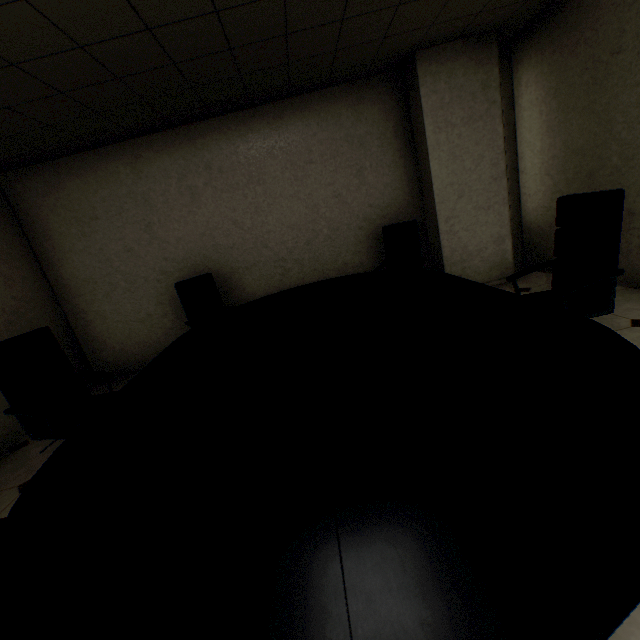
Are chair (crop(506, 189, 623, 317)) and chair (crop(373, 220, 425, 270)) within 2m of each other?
yes

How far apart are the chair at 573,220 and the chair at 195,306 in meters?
2.7

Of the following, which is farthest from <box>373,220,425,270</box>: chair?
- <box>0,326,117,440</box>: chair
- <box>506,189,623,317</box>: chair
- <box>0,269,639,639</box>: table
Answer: <box>0,326,117,440</box>: chair

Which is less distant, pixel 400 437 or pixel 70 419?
pixel 400 437

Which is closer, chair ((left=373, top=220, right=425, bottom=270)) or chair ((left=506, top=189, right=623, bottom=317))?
chair ((left=506, top=189, right=623, bottom=317))

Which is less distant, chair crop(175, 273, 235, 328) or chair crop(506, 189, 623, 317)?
chair crop(506, 189, 623, 317)

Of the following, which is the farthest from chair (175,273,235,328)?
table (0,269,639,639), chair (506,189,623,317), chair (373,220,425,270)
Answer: chair (506,189,623,317)

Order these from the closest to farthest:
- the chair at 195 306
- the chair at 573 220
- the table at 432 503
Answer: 1. the table at 432 503
2. the chair at 573 220
3. the chair at 195 306
